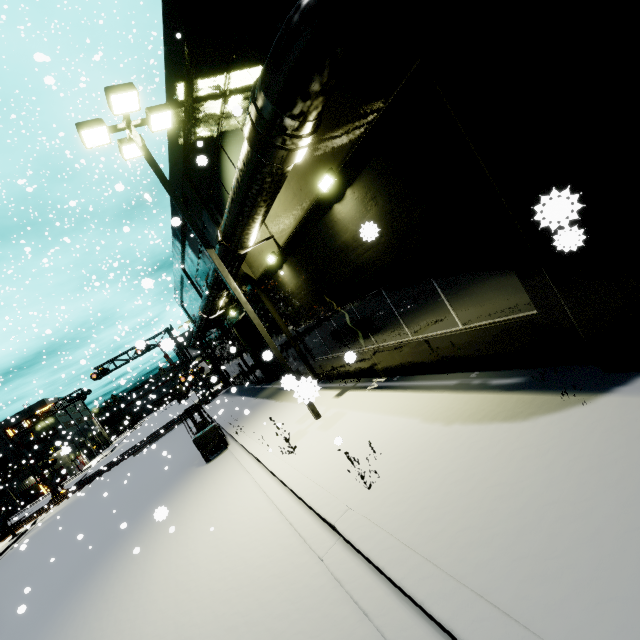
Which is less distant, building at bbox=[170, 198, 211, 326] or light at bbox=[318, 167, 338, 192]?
light at bbox=[318, 167, 338, 192]

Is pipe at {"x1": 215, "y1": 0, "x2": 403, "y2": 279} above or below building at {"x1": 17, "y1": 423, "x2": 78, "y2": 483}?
above

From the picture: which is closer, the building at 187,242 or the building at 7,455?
the building at 187,242

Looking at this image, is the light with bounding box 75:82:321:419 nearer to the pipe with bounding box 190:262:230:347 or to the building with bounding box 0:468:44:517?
the pipe with bounding box 190:262:230:347

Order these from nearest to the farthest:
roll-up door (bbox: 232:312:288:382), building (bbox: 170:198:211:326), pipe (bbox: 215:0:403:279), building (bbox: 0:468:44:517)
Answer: pipe (bbox: 215:0:403:279), building (bbox: 170:198:211:326), roll-up door (bbox: 232:312:288:382), building (bbox: 0:468:44:517)

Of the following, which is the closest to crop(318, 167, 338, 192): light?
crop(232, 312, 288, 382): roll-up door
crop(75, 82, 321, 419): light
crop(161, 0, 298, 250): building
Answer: crop(161, 0, 298, 250): building

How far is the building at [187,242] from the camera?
16.8 meters

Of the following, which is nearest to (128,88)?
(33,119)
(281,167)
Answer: (281,167)
